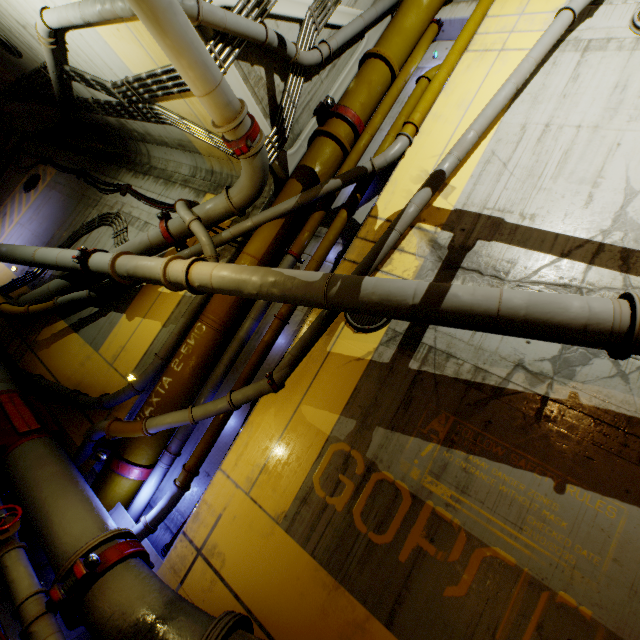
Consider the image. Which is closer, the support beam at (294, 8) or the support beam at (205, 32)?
the support beam at (205, 32)

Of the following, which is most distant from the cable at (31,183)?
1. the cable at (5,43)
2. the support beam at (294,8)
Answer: the support beam at (294,8)

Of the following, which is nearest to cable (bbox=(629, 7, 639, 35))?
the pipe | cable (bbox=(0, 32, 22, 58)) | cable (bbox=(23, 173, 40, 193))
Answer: the pipe

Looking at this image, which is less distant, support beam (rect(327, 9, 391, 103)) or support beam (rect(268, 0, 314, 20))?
support beam (rect(268, 0, 314, 20))

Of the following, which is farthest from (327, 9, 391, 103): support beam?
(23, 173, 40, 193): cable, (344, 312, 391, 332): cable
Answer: (344, 312, 391, 332): cable

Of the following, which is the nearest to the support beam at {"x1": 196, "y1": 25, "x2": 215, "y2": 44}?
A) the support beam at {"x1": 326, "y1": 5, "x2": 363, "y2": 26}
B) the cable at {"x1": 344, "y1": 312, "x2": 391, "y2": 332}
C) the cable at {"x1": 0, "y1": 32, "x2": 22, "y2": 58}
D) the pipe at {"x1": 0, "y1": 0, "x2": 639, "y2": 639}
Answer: the pipe at {"x1": 0, "y1": 0, "x2": 639, "y2": 639}

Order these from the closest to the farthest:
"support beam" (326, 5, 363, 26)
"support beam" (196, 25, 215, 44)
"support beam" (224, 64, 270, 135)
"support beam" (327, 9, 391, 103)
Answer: "support beam" (196, 25, 215, 44)
"support beam" (224, 64, 270, 135)
"support beam" (326, 5, 363, 26)
"support beam" (327, 9, 391, 103)

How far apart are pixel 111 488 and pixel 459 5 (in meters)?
11.81
